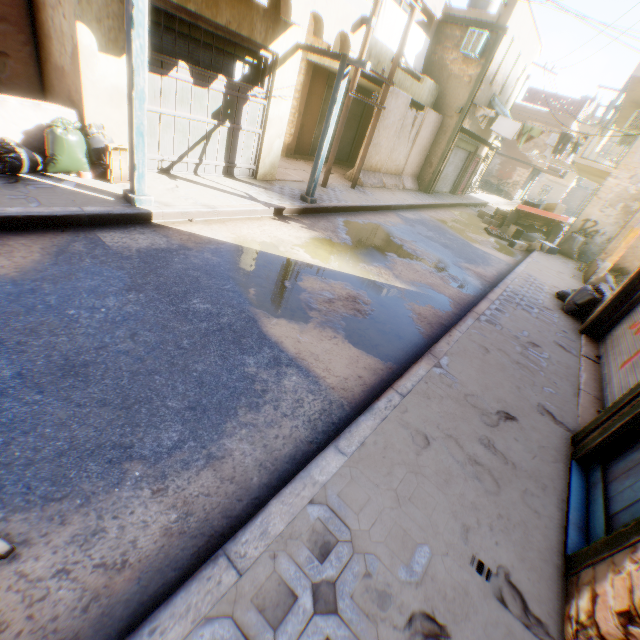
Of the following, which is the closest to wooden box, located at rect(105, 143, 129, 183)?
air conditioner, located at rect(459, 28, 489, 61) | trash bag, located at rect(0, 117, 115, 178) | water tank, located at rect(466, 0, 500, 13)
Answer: trash bag, located at rect(0, 117, 115, 178)

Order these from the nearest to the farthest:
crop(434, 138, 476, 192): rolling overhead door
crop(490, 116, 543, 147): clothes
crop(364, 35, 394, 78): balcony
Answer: crop(364, 35, 394, 78): balcony → crop(490, 116, 543, 147): clothes → crop(434, 138, 476, 192): rolling overhead door

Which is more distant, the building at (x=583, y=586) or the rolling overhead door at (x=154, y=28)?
the rolling overhead door at (x=154, y=28)

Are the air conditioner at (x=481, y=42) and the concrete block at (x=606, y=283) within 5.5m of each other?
yes

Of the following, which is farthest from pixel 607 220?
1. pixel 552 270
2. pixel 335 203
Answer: pixel 335 203

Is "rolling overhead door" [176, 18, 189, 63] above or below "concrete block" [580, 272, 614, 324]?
above

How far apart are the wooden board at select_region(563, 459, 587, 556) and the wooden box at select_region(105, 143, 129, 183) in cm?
769

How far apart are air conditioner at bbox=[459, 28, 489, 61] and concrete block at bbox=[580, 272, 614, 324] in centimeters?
221cm
